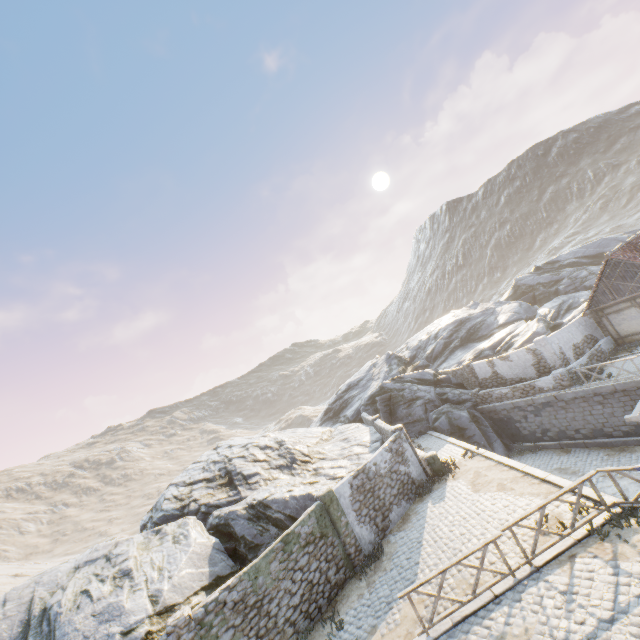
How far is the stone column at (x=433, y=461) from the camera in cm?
1705

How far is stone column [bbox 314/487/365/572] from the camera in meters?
13.1

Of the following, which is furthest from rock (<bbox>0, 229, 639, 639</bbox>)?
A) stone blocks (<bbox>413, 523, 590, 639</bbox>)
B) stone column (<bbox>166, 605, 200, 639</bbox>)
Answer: stone column (<bbox>166, 605, 200, 639</bbox>)

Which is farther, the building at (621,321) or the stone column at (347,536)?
the building at (621,321)

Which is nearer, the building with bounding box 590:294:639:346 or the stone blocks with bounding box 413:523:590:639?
the stone blocks with bounding box 413:523:590:639

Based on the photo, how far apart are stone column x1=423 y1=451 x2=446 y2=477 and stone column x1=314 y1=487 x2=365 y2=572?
5.12m

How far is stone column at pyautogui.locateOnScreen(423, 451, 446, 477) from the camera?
17.05m

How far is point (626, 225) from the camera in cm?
5894
